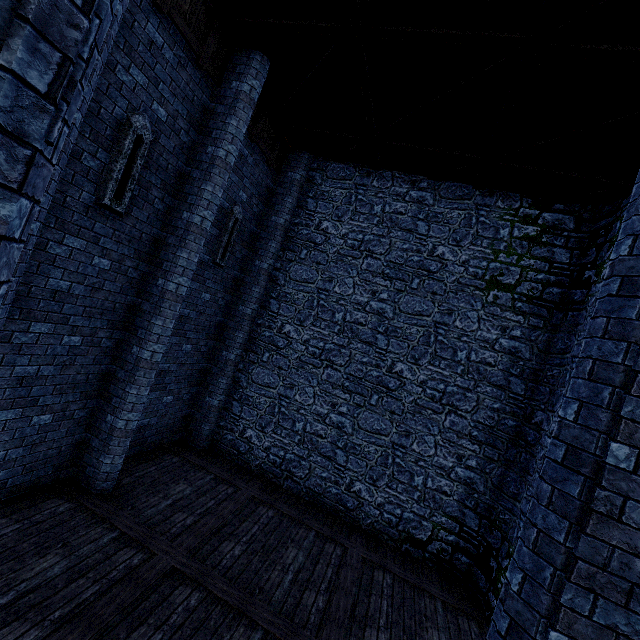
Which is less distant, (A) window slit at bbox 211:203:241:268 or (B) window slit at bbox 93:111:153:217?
(B) window slit at bbox 93:111:153:217

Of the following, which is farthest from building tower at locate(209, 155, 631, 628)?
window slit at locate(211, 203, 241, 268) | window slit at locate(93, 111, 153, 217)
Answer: window slit at locate(93, 111, 153, 217)

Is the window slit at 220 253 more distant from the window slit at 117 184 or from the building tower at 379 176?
the window slit at 117 184

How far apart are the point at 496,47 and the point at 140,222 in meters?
6.9

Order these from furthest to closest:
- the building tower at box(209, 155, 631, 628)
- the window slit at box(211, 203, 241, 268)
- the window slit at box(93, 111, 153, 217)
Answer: the window slit at box(211, 203, 241, 268)
the building tower at box(209, 155, 631, 628)
the window slit at box(93, 111, 153, 217)

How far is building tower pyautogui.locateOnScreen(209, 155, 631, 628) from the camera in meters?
7.7 m

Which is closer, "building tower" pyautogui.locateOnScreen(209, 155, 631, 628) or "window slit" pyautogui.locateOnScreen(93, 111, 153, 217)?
"window slit" pyautogui.locateOnScreen(93, 111, 153, 217)

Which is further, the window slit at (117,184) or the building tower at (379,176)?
the building tower at (379,176)
